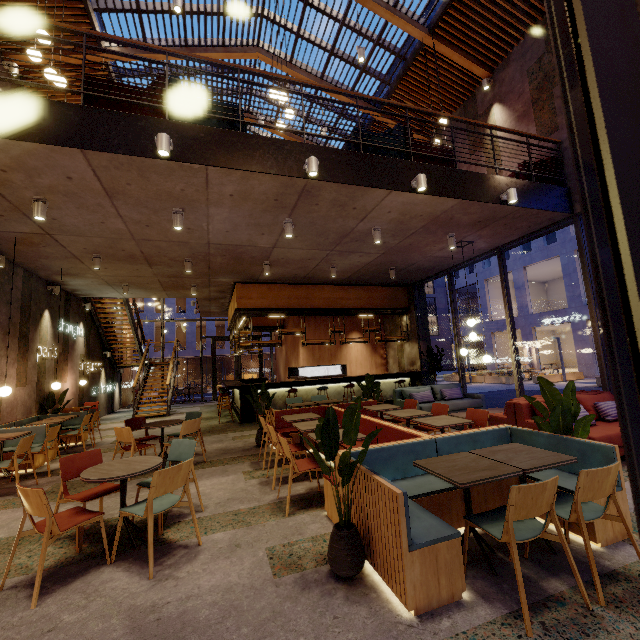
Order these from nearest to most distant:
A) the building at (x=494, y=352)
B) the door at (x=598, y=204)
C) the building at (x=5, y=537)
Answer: the door at (x=598, y=204) → the building at (x=5, y=537) → the building at (x=494, y=352)

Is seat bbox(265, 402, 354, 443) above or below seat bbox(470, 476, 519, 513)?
above

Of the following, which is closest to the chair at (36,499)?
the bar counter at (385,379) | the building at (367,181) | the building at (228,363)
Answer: the building at (367,181)

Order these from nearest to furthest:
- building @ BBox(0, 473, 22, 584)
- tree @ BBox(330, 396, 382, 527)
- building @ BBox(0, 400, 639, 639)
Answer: building @ BBox(0, 400, 639, 639)
tree @ BBox(330, 396, 382, 527)
building @ BBox(0, 473, 22, 584)

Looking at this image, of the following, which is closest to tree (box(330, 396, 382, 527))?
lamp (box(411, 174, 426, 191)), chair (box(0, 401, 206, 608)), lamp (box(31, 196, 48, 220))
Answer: chair (box(0, 401, 206, 608))

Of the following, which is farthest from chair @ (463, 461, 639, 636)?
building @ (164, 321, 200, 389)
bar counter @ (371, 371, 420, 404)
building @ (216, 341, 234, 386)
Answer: building @ (216, 341, 234, 386)

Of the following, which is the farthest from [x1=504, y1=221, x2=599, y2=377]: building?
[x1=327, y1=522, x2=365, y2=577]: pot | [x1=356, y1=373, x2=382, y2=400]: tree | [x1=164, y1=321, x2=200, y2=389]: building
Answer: [x1=327, y1=522, x2=365, y2=577]: pot

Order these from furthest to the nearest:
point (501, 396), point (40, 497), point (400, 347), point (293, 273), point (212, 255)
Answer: point (501, 396), point (400, 347), point (293, 273), point (212, 255), point (40, 497)
